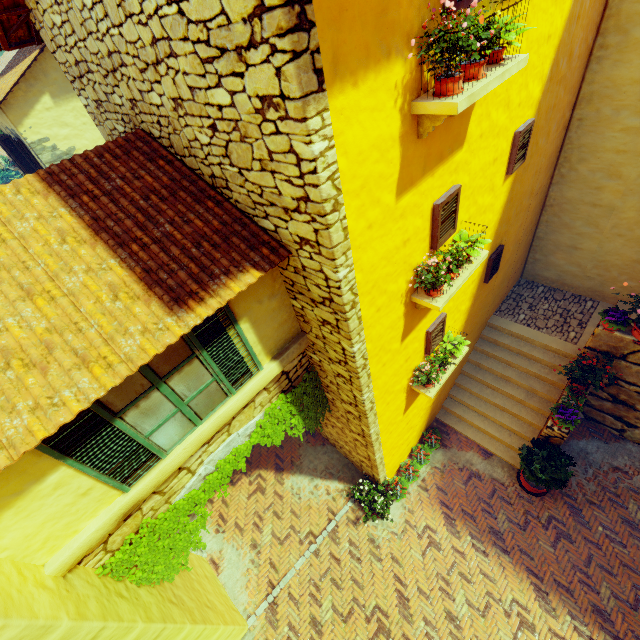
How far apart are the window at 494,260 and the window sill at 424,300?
1.8 meters

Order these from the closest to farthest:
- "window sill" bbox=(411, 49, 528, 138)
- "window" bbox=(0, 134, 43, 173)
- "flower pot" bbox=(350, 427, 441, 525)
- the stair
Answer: "window sill" bbox=(411, 49, 528, 138) < "flower pot" bbox=(350, 427, 441, 525) < the stair < "window" bbox=(0, 134, 43, 173)

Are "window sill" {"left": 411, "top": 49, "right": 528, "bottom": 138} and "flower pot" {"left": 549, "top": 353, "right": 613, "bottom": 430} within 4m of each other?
no

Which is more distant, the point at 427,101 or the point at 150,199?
the point at 150,199

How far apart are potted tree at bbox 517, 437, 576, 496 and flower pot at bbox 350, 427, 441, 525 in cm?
199

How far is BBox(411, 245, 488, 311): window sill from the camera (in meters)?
4.63

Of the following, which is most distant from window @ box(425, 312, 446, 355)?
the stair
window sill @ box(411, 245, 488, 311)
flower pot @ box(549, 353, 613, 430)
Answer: the stair

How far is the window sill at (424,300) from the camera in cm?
463
